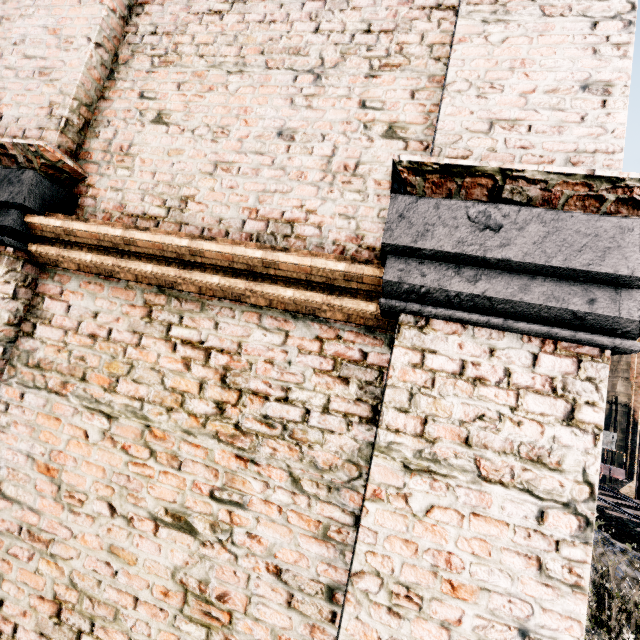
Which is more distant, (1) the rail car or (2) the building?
(1) the rail car

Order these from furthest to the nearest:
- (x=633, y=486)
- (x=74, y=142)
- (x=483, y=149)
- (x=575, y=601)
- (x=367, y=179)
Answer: (x=633, y=486), (x=74, y=142), (x=367, y=179), (x=483, y=149), (x=575, y=601)

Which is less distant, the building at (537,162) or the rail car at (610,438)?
the building at (537,162)

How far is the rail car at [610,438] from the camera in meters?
23.9 m

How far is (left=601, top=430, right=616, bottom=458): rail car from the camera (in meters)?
23.88
